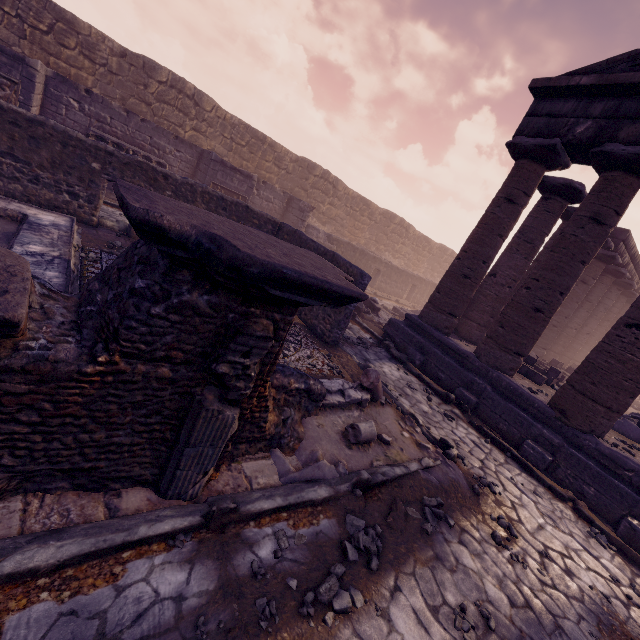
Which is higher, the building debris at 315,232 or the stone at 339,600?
the building debris at 315,232

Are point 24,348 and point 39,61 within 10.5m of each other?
no

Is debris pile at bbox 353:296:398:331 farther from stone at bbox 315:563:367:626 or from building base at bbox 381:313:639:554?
stone at bbox 315:563:367:626

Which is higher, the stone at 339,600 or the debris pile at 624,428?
the debris pile at 624,428

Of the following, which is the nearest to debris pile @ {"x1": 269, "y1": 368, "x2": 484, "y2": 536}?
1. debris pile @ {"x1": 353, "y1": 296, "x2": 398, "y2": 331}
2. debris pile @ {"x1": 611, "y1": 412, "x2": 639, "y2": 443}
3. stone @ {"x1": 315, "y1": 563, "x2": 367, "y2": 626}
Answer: stone @ {"x1": 315, "y1": 563, "x2": 367, "y2": 626}

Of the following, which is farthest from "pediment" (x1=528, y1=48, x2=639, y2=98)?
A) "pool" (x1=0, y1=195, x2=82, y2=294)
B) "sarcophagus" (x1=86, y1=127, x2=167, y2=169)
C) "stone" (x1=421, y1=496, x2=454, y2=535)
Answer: "sarcophagus" (x1=86, y1=127, x2=167, y2=169)

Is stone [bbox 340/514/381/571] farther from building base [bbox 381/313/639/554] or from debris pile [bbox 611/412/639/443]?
debris pile [bbox 611/412/639/443]

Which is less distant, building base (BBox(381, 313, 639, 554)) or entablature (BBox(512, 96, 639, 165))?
building base (BBox(381, 313, 639, 554))
